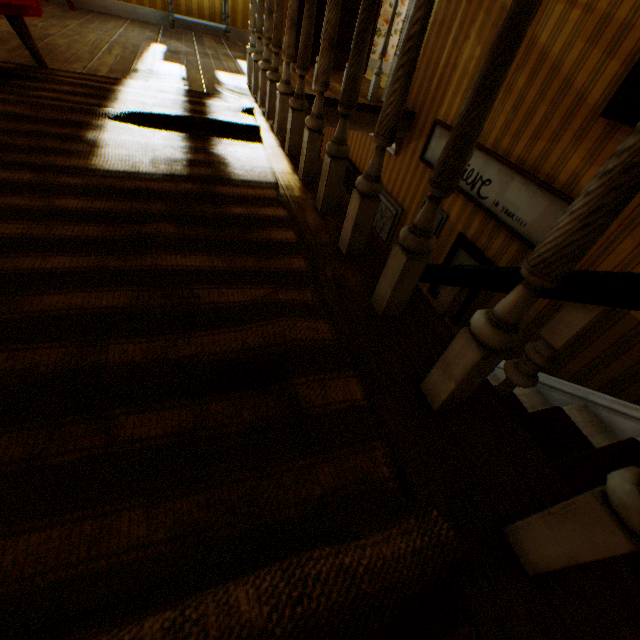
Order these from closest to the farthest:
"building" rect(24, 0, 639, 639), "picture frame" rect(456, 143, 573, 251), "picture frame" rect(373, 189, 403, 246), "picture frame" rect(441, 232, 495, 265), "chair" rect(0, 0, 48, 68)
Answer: "building" rect(24, 0, 639, 639), "chair" rect(0, 0, 48, 68), "picture frame" rect(456, 143, 573, 251), "picture frame" rect(441, 232, 495, 265), "picture frame" rect(373, 189, 403, 246)

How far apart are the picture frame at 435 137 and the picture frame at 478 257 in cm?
29

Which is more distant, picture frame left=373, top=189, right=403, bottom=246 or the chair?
picture frame left=373, top=189, right=403, bottom=246

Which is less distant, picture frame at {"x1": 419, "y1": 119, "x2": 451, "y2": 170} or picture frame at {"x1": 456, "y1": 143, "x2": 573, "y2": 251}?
picture frame at {"x1": 456, "y1": 143, "x2": 573, "y2": 251}

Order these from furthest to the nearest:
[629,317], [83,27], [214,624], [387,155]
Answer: [387,155] < [83,27] < [629,317] < [214,624]

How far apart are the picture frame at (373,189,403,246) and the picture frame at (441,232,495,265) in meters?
1.0

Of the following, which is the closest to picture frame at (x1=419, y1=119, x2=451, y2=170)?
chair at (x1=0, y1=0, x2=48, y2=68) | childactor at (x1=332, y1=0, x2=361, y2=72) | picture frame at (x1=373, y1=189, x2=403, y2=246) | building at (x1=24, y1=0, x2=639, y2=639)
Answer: building at (x1=24, y1=0, x2=639, y2=639)

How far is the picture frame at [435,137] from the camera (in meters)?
3.27
